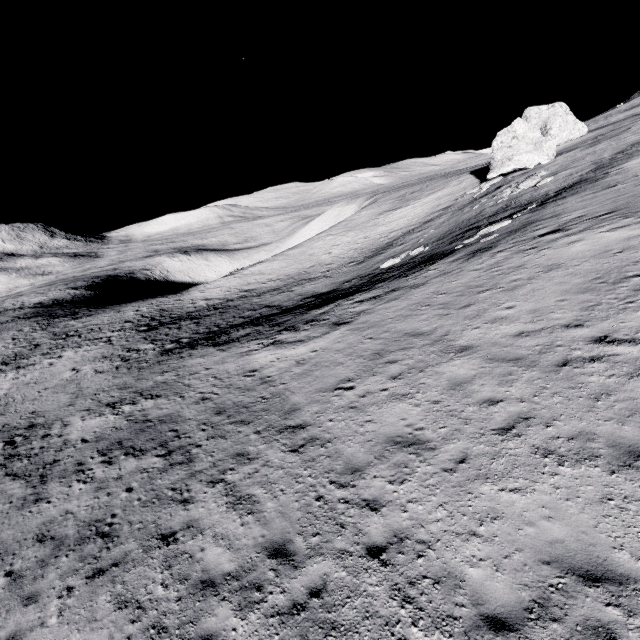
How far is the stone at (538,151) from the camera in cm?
3706

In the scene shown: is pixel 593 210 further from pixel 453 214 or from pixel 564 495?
pixel 453 214

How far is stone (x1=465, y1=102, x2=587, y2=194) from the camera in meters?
37.1
